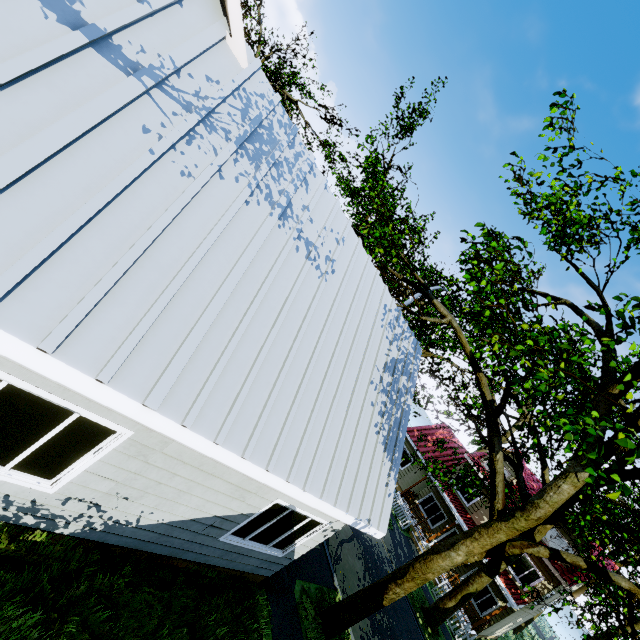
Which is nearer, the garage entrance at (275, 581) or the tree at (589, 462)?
the tree at (589, 462)

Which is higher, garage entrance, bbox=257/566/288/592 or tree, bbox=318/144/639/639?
tree, bbox=318/144/639/639

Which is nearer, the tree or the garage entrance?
the tree

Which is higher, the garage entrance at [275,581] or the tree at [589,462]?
the tree at [589,462]

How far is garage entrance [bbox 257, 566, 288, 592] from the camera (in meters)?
7.61

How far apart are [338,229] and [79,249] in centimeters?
439cm
